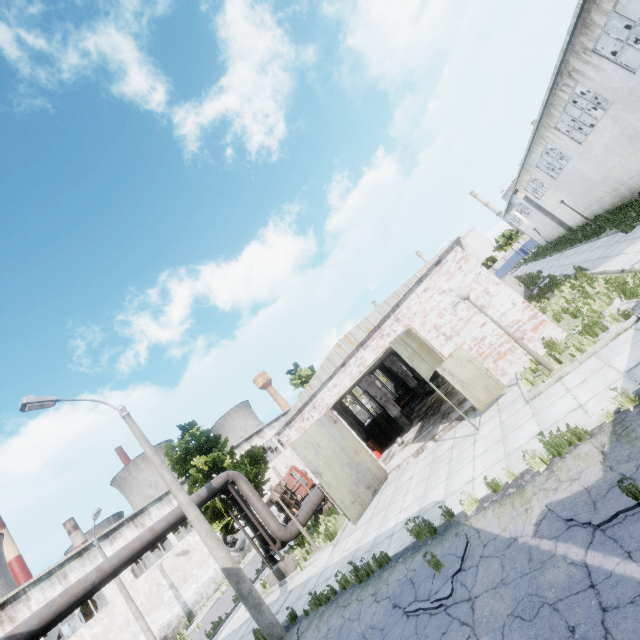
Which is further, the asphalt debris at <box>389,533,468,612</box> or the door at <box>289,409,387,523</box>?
A: the door at <box>289,409,387,523</box>

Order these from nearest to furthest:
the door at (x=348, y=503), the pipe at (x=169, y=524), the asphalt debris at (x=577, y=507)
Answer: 1. the asphalt debris at (x=577, y=507)
2. the pipe at (x=169, y=524)
3. the door at (x=348, y=503)

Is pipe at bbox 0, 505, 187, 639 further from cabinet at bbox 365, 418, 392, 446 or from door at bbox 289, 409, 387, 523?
door at bbox 289, 409, 387, 523

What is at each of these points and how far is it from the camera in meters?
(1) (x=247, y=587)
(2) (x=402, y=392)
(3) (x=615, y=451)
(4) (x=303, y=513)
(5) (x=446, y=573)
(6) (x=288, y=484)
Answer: (1) lamp post, 9.6 m
(2) band saw, 28.3 m
(3) asphalt debris, 5.0 m
(4) pipe, 16.6 m
(5) asphalt debris, 5.9 m
(6) truck, 33.2 m

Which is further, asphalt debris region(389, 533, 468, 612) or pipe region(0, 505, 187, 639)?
pipe region(0, 505, 187, 639)

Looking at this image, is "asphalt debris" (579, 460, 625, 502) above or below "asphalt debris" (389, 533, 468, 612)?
below

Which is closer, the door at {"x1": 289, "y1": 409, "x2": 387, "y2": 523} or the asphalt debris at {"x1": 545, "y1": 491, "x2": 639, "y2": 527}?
the asphalt debris at {"x1": 545, "y1": 491, "x2": 639, "y2": 527}

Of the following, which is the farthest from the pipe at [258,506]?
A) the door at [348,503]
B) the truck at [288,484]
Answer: the truck at [288,484]
